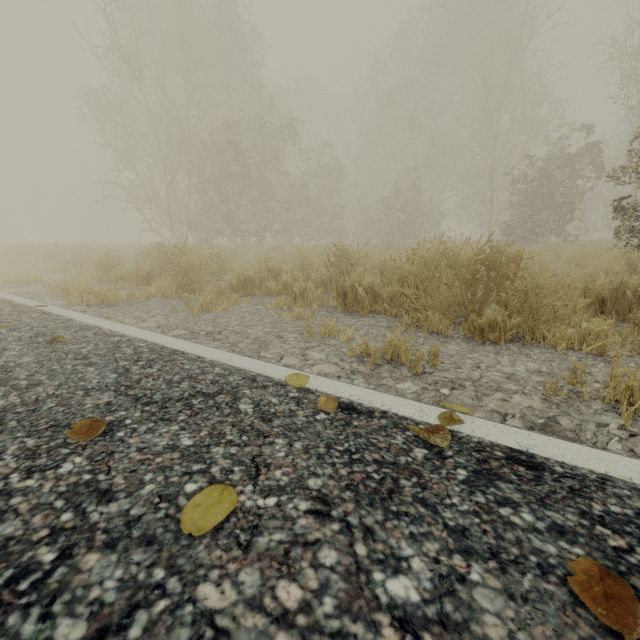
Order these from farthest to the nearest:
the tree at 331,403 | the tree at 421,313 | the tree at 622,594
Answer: the tree at 421,313, the tree at 331,403, the tree at 622,594

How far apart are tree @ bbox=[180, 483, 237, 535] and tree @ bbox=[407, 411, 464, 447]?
0.6m

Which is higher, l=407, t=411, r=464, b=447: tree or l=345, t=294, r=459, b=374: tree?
l=407, t=411, r=464, b=447: tree

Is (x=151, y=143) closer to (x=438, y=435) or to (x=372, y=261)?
(x=372, y=261)

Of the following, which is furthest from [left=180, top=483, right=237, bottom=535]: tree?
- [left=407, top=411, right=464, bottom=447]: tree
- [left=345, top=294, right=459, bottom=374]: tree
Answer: [left=345, top=294, right=459, bottom=374]: tree

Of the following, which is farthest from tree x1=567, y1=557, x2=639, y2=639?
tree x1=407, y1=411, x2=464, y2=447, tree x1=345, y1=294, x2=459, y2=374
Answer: tree x1=345, y1=294, x2=459, y2=374

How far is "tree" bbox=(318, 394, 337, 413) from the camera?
1.2m

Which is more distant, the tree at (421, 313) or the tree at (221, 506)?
the tree at (421, 313)
